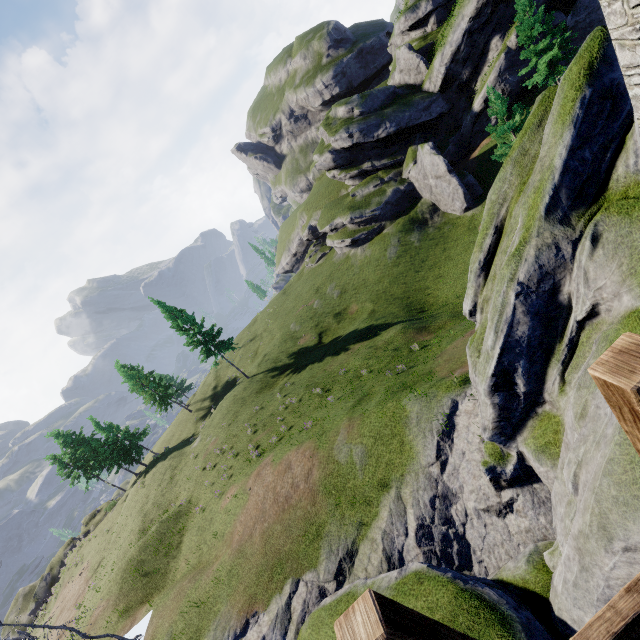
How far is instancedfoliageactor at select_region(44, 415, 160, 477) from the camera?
43.7 meters

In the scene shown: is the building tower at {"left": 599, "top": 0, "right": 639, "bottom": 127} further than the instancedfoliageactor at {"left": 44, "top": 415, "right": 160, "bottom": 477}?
No

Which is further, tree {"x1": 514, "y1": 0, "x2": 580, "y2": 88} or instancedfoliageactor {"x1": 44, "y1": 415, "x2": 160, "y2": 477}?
instancedfoliageactor {"x1": 44, "y1": 415, "x2": 160, "y2": 477}

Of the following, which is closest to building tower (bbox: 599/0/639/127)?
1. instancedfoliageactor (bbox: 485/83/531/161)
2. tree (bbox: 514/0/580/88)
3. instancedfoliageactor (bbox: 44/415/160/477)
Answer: instancedfoliageactor (bbox: 485/83/531/161)

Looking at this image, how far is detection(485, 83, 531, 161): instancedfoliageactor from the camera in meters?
22.2 m

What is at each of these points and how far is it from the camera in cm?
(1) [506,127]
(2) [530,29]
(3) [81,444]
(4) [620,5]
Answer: (1) instancedfoliageactor, 2389
(2) tree, 2820
(3) instancedfoliageactor, 4616
(4) building tower, 437

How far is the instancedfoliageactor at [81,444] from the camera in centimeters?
4366cm

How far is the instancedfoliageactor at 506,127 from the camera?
22.2m
